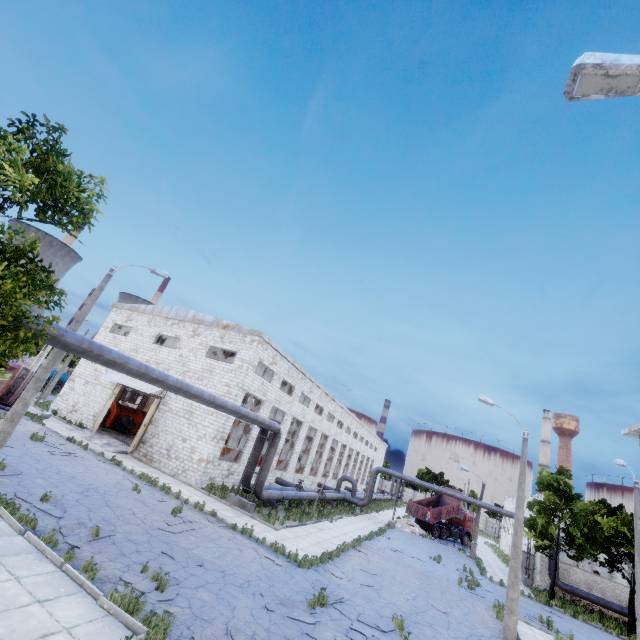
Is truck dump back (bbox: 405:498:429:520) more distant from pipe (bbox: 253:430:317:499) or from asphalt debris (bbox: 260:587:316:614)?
asphalt debris (bbox: 260:587:316:614)

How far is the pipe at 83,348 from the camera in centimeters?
921cm

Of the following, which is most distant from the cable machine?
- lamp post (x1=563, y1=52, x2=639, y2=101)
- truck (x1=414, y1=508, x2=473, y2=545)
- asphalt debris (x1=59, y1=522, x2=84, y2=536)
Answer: lamp post (x1=563, y1=52, x2=639, y2=101)

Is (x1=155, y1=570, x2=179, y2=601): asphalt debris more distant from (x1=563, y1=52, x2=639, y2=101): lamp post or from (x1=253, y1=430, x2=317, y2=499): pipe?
(x1=563, y1=52, x2=639, y2=101): lamp post

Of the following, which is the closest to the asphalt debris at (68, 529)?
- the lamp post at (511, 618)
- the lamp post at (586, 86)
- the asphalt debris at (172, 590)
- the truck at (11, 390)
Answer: the asphalt debris at (172, 590)

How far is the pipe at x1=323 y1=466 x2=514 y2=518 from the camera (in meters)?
31.46

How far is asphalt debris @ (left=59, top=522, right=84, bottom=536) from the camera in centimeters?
950cm

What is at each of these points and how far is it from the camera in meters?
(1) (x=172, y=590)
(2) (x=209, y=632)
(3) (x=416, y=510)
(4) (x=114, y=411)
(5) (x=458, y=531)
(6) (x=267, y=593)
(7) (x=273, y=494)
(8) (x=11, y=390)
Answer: (1) asphalt debris, 8.6
(2) asphalt debris, 7.5
(3) truck dump back, 38.4
(4) cable machine, 29.8
(5) truck, 39.5
(6) asphalt debris, 10.3
(7) pipe, 21.4
(8) truck, 24.8
